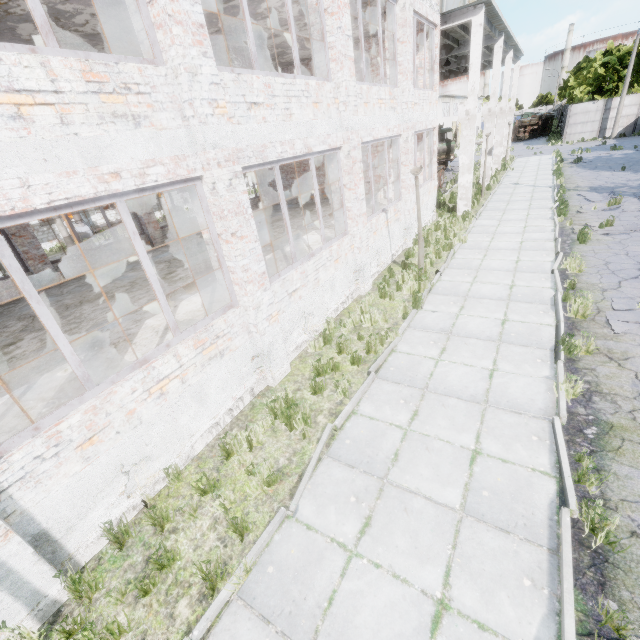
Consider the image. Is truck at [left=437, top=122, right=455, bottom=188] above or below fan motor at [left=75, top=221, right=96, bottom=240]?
above

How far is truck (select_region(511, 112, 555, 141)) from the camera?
45.7m

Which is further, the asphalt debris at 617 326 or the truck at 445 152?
the truck at 445 152

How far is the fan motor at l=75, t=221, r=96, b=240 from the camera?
27.45m

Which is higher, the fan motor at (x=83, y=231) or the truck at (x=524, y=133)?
the truck at (x=524, y=133)

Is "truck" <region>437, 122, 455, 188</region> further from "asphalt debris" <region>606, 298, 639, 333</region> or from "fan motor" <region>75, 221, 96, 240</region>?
"fan motor" <region>75, 221, 96, 240</region>

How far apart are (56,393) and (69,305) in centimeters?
526cm

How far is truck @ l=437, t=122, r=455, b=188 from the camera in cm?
2333
